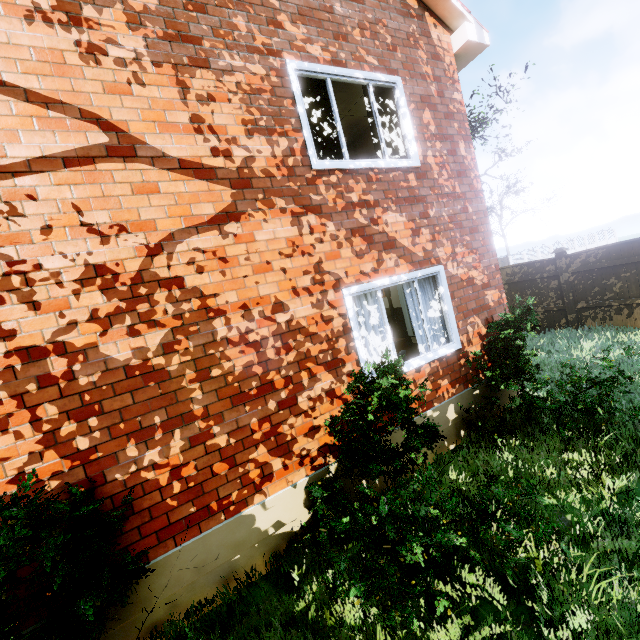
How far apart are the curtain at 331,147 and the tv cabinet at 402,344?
4.43m

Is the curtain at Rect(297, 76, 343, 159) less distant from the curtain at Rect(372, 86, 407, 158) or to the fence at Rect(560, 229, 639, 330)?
the curtain at Rect(372, 86, 407, 158)

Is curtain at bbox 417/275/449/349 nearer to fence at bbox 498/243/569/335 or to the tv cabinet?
the tv cabinet

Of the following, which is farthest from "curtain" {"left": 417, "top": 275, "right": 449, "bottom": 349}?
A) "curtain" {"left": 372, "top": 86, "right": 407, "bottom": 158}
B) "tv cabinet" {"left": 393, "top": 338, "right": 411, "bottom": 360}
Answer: "tv cabinet" {"left": 393, "top": 338, "right": 411, "bottom": 360}

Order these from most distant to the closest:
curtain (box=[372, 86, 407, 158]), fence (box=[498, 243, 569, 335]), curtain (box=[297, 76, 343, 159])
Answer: fence (box=[498, 243, 569, 335])
curtain (box=[372, 86, 407, 158])
curtain (box=[297, 76, 343, 159])

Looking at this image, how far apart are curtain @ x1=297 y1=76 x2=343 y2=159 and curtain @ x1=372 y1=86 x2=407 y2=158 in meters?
0.2 m

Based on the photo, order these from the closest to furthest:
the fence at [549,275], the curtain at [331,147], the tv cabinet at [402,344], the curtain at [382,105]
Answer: the curtain at [331,147], the curtain at [382,105], the tv cabinet at [402,344], the fence at [549,275]

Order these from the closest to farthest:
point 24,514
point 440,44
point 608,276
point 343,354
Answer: point 24,514 → point 343,354 → point 440,44 → point 608,276
